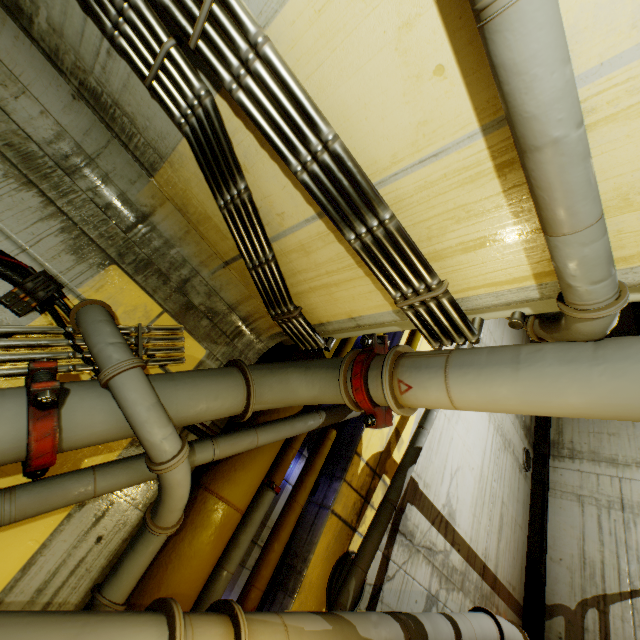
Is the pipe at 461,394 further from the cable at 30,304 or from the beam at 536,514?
the beam at 536,514

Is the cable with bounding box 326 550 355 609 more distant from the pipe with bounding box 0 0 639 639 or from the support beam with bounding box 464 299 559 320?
the support beam with bounding box 464 299 559 320

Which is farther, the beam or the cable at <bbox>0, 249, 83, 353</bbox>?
the beam

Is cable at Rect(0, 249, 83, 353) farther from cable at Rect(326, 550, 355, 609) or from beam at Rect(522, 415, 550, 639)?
beam at Rect(522, 415, 550, 639)

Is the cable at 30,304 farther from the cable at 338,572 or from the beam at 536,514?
the beam at 536,514

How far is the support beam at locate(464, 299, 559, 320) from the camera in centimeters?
229cm

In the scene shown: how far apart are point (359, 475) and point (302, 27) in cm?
548

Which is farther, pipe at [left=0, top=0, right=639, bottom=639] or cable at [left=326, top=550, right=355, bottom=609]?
cable at [left=326, top=550, right=355, bottom=609]
